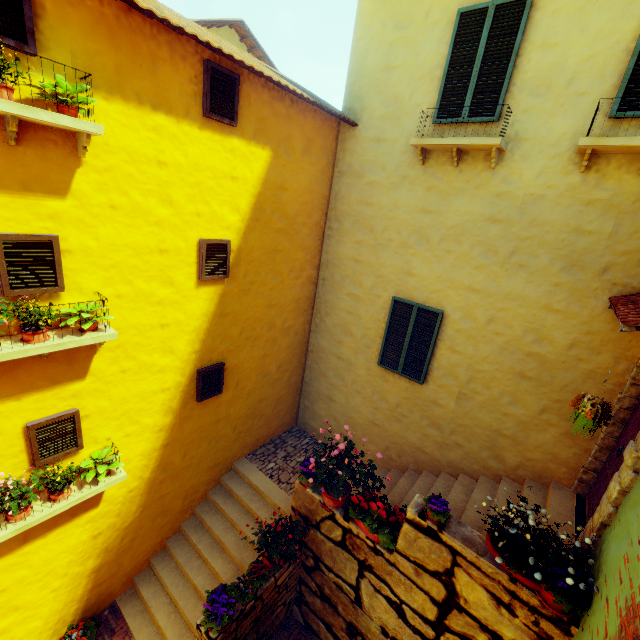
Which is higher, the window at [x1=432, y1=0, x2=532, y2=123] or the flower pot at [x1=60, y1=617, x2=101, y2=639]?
the window at [x1=432, y1=0, x2=532, y2=123]

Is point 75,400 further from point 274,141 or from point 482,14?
point 482,14

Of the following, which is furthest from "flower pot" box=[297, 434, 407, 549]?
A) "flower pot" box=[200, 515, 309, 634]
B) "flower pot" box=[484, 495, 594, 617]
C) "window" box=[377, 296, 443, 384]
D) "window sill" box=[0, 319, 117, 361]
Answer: "window sill" box=[0, 319, 117, 361]

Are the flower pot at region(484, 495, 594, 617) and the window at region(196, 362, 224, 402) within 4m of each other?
no

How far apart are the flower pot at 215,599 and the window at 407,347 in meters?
4.4 m

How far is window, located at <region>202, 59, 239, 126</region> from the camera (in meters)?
4.64

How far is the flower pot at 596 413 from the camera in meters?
3.4 m

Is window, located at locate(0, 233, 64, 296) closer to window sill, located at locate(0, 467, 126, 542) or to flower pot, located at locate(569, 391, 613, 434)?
flower pot, located at locate(569, 391, 613, 434)
